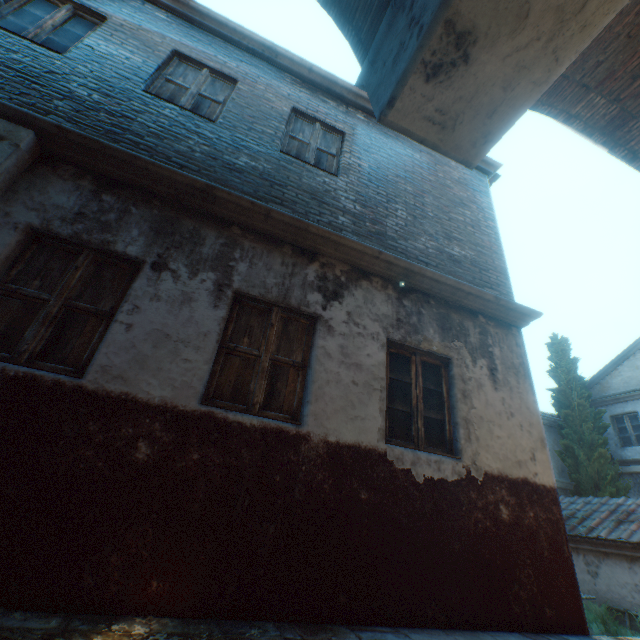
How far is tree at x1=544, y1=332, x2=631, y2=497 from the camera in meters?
12.6

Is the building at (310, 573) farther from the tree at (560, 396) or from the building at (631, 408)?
the building at (631, 408)

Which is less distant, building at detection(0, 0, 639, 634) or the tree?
building at detection(0, 0, 639, 634)

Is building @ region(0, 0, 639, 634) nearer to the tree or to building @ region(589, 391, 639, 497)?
the tree

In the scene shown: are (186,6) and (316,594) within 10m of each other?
yes

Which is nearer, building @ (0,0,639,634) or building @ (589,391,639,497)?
building @ (0,0,639,634)

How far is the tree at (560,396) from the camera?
12.6 meters
